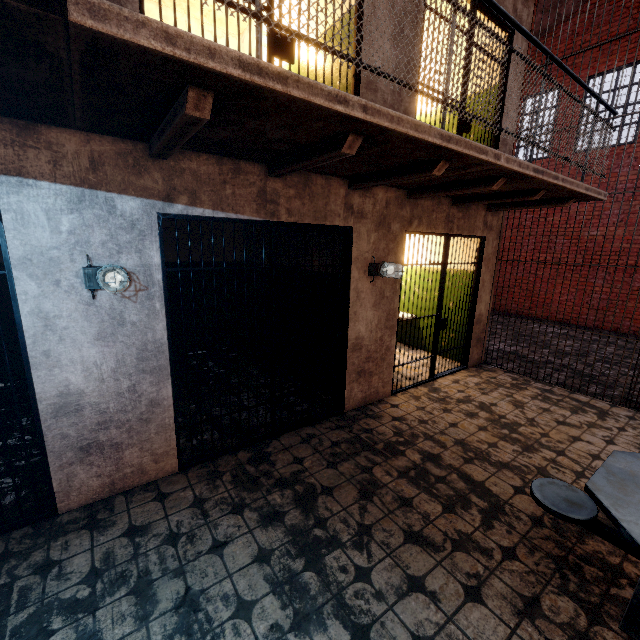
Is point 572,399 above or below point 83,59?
below

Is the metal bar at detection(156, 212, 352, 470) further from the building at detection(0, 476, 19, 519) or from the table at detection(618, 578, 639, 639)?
the table at detection(618, 578, 639, 639)

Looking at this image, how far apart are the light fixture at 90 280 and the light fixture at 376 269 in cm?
264

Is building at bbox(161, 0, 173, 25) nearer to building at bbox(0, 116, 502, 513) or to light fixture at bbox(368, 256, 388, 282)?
building at bbox(0, 116, 502, 513)

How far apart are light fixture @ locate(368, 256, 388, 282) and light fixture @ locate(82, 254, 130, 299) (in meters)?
2.64

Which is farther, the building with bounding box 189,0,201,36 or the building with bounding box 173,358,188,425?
the building with bounding box 189,0,201,36

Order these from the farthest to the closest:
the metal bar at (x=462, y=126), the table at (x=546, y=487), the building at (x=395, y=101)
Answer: the metal bar at (x=462, y=126), the building at (x=395, y=101), the table at (x=546, y=487)

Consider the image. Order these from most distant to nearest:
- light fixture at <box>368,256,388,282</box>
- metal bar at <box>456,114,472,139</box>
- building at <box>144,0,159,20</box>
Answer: building at <box>144,0,159,20</box> → metal bar at <box>456,114,472,139</box> → light fixture at <box>368,256,388,282</box>
